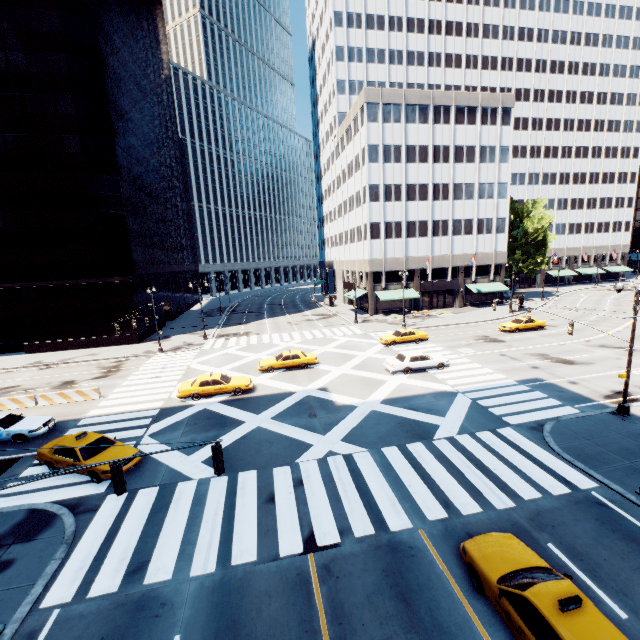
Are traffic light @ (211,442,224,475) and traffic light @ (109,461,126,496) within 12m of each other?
yes

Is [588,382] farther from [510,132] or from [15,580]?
[510,132]

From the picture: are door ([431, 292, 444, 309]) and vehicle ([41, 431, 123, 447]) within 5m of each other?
no

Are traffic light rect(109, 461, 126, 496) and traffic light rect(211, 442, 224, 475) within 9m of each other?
yes

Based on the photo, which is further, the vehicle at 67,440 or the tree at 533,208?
the tree at 533,208

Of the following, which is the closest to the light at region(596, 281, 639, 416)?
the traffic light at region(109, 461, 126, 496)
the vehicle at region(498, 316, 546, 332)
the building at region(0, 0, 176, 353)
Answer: the vehicle at region(498, 316, 546, 332)

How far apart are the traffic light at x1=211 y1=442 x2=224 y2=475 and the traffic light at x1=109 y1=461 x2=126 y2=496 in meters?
2.3

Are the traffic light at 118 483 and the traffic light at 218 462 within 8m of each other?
yes
